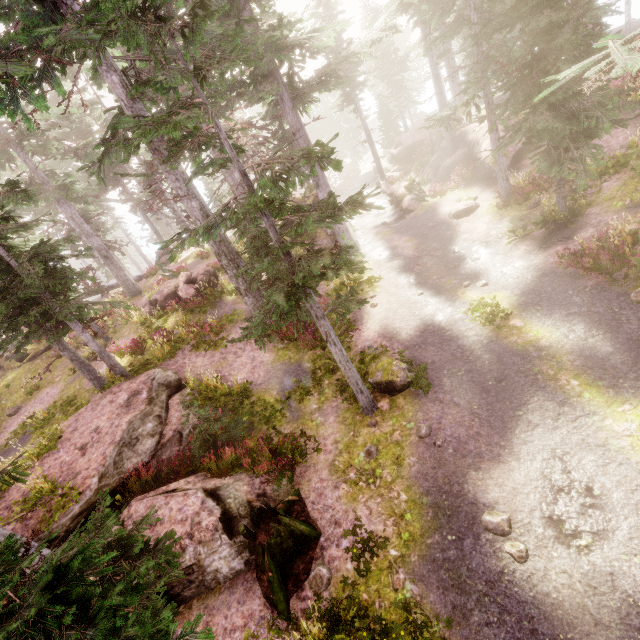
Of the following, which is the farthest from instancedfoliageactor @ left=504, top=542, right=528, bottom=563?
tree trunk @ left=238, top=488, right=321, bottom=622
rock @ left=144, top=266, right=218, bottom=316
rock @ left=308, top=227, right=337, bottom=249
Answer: tree trunk @ left=238, top=488, right=321, bottom=622

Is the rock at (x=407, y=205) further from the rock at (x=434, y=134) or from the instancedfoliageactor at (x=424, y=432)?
the rock at (x=434, y=134)

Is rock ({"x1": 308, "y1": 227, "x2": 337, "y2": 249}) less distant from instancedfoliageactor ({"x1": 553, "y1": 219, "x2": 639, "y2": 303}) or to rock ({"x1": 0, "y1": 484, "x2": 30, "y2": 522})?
instancedfoliageactor ({"x1": 553, "y1": 219, "x2": 639, "y2": 303})

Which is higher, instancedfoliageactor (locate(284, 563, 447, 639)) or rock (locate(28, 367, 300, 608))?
rock (locate(28, 367, 300, 608))

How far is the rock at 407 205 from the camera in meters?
23.4

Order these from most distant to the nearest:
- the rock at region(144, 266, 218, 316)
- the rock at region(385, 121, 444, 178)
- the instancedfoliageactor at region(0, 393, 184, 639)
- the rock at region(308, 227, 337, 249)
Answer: the rock at region(385, 121, 444, 178)
the rock at region(308, 227, 337, 249)
the rock at region(144, 266, 218, 316)
the instancedfoliageactor at region(0, 393, 184, 639)

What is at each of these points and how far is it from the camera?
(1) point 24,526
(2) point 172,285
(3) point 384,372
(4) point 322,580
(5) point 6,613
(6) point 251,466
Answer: (1) rock, 8.55m
(2) rock, 20.53m
(3) rock, 9.82m
(4) instancedfoliageactor, 6.37m
(5) instancedfoliageactor, 2.35m
(6) instancedfoliageactor, 8.51m

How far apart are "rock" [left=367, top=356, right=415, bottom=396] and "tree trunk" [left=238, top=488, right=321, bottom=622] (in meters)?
3.52
